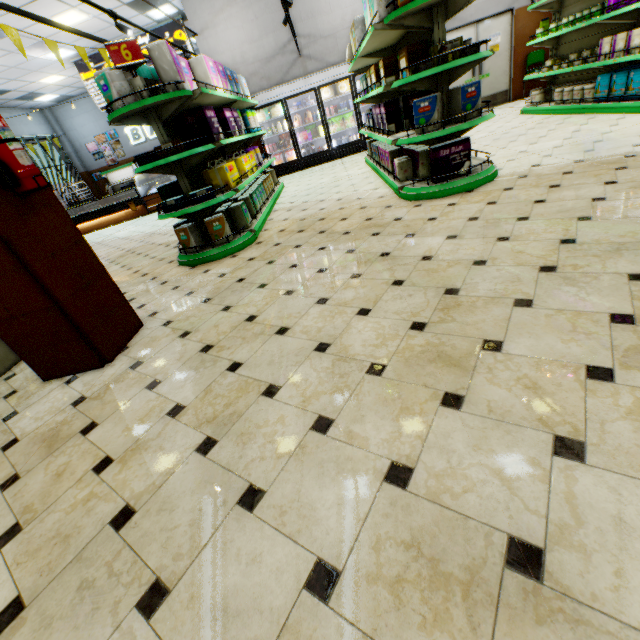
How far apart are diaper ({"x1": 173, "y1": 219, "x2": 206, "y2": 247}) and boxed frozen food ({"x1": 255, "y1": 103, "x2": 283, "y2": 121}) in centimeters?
698cm

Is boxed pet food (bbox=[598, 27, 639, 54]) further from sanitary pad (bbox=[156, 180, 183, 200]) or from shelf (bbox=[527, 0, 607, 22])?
sanitary pad (bbox=[156, 180, 183, 200])

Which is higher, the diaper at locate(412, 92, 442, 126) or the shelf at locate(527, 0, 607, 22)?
the shelf at locate(527, 0, 607, 22)

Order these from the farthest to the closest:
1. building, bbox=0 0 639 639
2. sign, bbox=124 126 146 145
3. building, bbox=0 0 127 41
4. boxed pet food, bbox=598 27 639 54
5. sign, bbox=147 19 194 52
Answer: sign, bbox=124 126 146 145 < sign, bbox=147 19 194 52 < building, bbox=0 0 127 41 < boxed pet food, bbox=598 27 639 54 < building, bbox=0 0 639 639

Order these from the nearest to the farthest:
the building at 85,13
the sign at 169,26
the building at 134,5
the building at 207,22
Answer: the building at 85,13
the building at 134,5
the building at 207,22
the sign at 169,26

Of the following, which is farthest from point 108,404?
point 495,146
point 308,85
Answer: point 308,85

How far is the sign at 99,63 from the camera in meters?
10.4 m

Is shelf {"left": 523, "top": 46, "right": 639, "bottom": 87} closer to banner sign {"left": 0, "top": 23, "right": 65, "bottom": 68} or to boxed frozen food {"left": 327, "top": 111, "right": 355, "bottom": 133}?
boxed frozen food {"left": 327, "top": 111, "right": 355, "bottom": 133}
